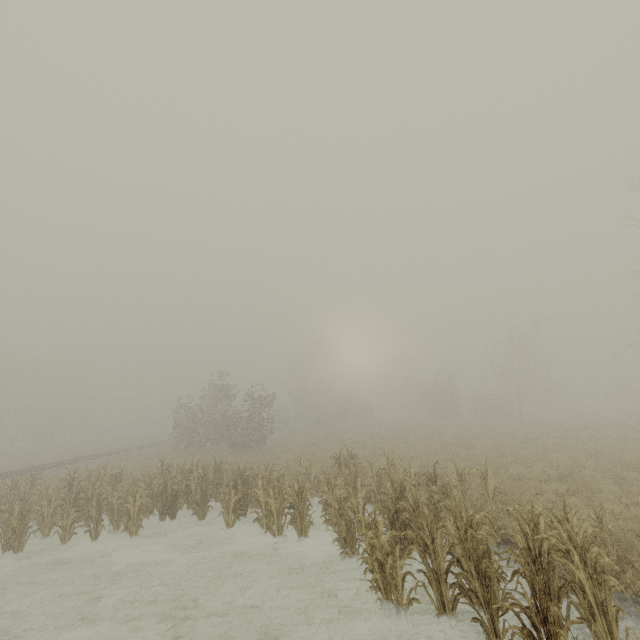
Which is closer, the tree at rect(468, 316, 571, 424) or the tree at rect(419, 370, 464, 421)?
the tree at rect(468, 316, 571, 424)

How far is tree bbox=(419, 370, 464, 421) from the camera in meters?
43.2 m

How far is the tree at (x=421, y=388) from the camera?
43.19m

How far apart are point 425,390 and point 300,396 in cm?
1966

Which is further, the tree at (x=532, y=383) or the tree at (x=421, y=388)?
the tree at (x=421, y=388)

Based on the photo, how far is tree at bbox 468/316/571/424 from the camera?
35.28m
